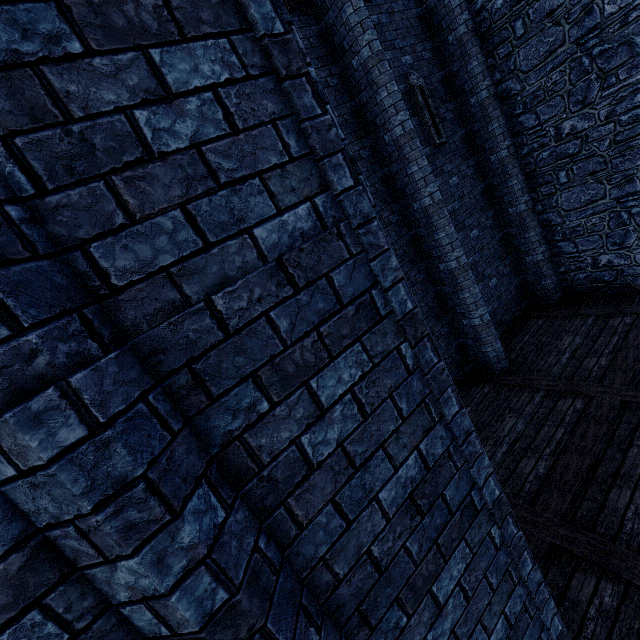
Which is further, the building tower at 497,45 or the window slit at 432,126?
the window slit at 432,126

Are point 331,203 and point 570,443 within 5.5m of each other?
no

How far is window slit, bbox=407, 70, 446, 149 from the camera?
7.57m

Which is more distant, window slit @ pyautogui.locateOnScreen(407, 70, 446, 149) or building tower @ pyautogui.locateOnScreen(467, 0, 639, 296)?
window slit @ pyautogui.locateOnScreen(407, 70, 446, 149)

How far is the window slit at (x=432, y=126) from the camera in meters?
7.6
